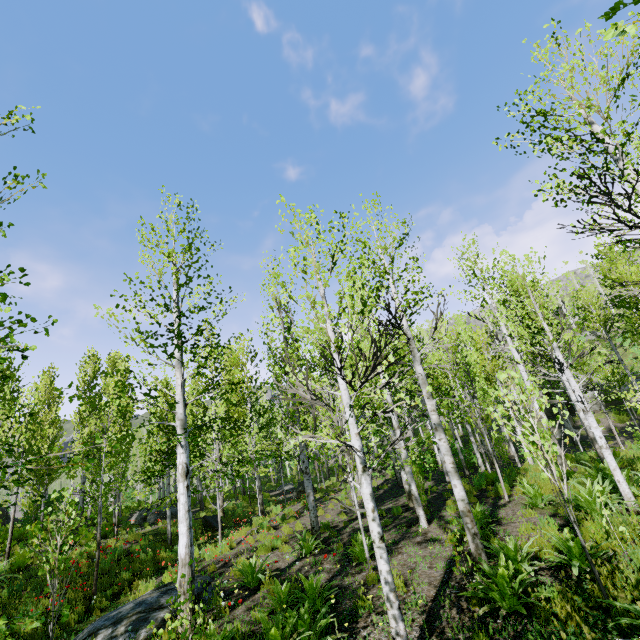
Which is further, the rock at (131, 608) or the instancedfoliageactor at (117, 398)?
the rock at (131, 608)

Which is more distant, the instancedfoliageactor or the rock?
the rock

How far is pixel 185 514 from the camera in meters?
6.5
